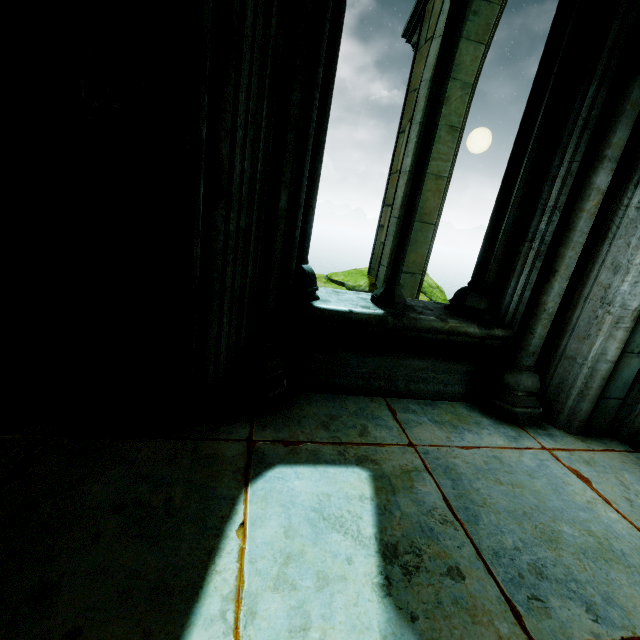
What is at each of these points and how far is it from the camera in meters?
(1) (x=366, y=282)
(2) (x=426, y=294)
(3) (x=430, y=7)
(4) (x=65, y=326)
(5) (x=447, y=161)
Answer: (1) rock, 7.4
(2) rock, 9.4
(3) buttress, 6.4
(4) building, 1.7
(5) buttress, 6.1

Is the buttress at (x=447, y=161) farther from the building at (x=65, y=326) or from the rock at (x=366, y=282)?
the building at (x=65, y=326)

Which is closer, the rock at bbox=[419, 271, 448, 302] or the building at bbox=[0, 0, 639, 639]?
the building at bbox=[0, 0, 639, 639]

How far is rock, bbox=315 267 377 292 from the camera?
7.2 meters

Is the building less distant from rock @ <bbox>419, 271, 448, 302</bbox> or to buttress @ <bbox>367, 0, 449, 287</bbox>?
rock @ <bbox>419, 271, 448, 302</bbox>

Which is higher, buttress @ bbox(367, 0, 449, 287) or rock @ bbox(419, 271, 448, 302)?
buttress @ bbox(367, 0, 449, 287)
